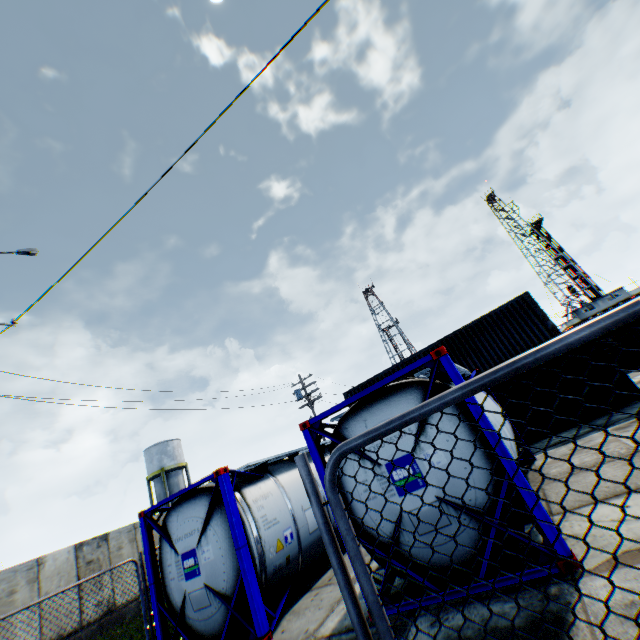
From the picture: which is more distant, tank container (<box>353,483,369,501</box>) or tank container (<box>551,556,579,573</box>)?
tank container (<box>353,483,369,501</box>)

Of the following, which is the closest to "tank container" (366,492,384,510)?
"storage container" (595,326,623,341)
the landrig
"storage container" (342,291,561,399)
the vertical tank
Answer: "storage container" (342,291,561,399)

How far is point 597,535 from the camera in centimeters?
425cm

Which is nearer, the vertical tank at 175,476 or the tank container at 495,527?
the tank container at 495,527

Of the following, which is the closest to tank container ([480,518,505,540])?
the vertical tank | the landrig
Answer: the vertical tank

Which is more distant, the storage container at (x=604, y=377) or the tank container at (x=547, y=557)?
the storage container at (x=604, y=377)

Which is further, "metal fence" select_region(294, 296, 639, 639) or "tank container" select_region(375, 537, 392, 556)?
"tank container" select_region(375, 537, 392, 556)

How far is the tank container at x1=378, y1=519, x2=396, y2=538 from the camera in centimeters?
490cm
